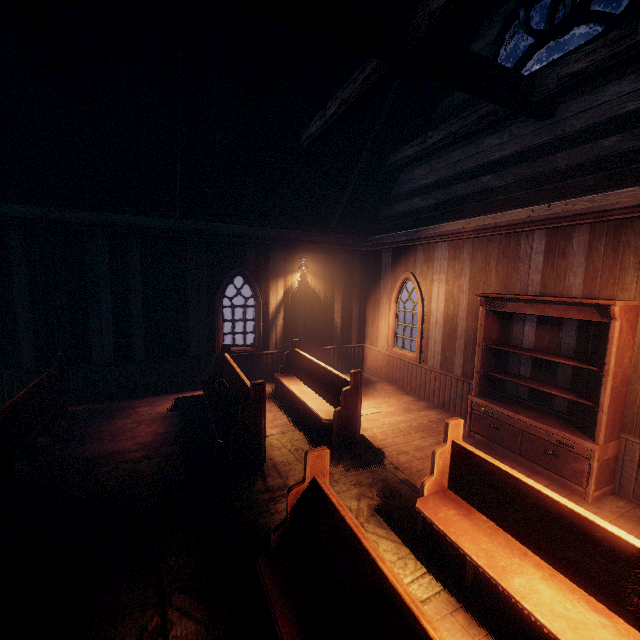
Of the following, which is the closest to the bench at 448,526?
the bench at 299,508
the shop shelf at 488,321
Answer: the bench at 299,508

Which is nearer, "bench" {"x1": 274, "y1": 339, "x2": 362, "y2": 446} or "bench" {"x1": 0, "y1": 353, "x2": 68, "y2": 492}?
"bench" {"x1": 0, "y1": 353, "x2": 68, "y2": 492}

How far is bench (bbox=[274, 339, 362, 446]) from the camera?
5.4m

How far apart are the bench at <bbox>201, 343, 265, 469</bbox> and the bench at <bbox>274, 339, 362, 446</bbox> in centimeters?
103cm

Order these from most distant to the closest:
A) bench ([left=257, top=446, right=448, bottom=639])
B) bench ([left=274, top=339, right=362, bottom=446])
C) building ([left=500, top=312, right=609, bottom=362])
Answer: bench ([left=274, top=339, right=362, bottom=446]) → building ([left=500, top=312, right=609, bottom=362]) → bench ([left=257, top=446, right=448, bottom=639])

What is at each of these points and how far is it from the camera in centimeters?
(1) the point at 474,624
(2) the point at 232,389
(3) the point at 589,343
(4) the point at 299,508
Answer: (1) building, 269cm
(2) bench, 646cm
(3) building, 470cm
(4) bench, 284cm

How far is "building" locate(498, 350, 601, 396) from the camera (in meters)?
4.70

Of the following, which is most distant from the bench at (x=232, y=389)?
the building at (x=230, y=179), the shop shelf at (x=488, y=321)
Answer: the shop shelf at (x=488, y=321)
